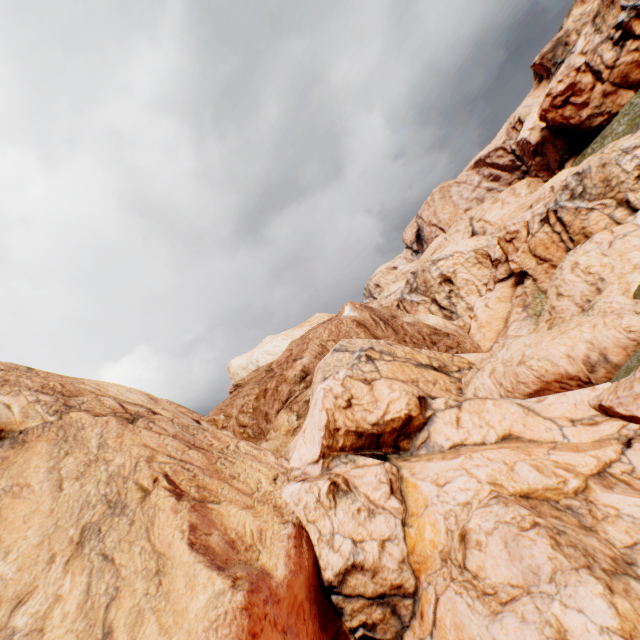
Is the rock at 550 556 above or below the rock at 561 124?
below

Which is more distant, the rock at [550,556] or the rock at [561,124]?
the rock at [561,124]

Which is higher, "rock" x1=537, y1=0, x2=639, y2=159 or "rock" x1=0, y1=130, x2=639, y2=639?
"rock" x1=537, y1=0, x2=639, y2=159

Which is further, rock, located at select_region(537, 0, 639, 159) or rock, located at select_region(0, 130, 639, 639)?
rock, located at select_region(537, 0, 639, 159)

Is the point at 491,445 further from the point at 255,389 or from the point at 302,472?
the point at 255,389
